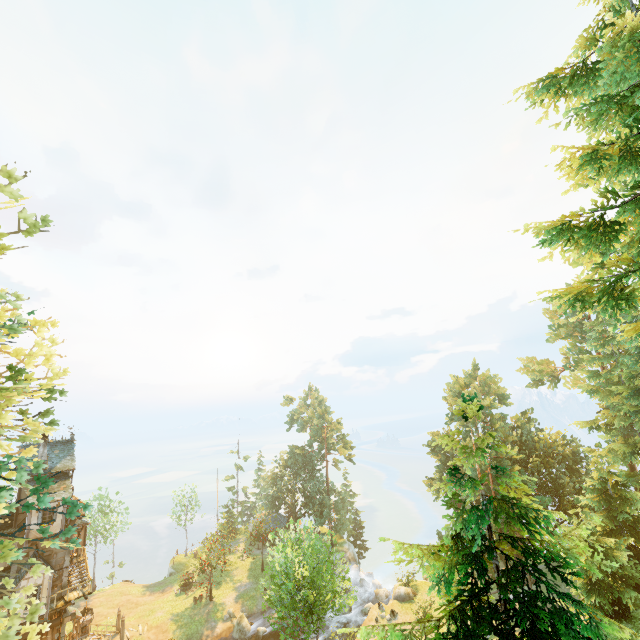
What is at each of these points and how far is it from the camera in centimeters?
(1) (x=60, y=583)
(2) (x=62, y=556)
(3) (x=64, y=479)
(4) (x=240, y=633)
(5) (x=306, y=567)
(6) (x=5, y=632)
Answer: (1) tower, 2777cm
(2) tower, 2823cm
(3) building, 2906cm
(4) rock, 3481cm
(5) tree, 2119cm
(6) tree, 507cm

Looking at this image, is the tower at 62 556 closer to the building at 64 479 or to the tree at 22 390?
the building at 64 479

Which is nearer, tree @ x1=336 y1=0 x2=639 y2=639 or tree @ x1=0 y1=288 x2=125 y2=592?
tree @ x1=336 y1=0 x2=639 y2=639

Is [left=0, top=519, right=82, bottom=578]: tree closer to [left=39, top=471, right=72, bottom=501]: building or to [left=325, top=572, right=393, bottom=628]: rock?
[left=325, top=572, right=393, bottom=628]: rock

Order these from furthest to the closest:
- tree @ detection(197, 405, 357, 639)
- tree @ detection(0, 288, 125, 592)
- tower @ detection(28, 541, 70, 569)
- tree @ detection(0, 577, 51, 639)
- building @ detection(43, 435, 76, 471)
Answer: building @ detection(43, 435, 76, 471)
tower @ detection(28, 541, 70, 569)
tree @ detection(197, 405, 357, 639)
tree @ detection(0, 288, 125, 592)
tree @ detection(0, 577, 51, 639)

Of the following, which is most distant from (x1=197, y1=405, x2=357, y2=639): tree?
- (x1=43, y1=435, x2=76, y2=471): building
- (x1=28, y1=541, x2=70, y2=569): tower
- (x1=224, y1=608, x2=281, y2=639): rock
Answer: (x1=28, y1=541, x2=70, y2=569): tower

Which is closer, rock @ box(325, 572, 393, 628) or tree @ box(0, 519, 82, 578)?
tree @ box(0, 519, 82, 578)

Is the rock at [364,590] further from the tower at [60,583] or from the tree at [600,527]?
the tower at [60,583]
